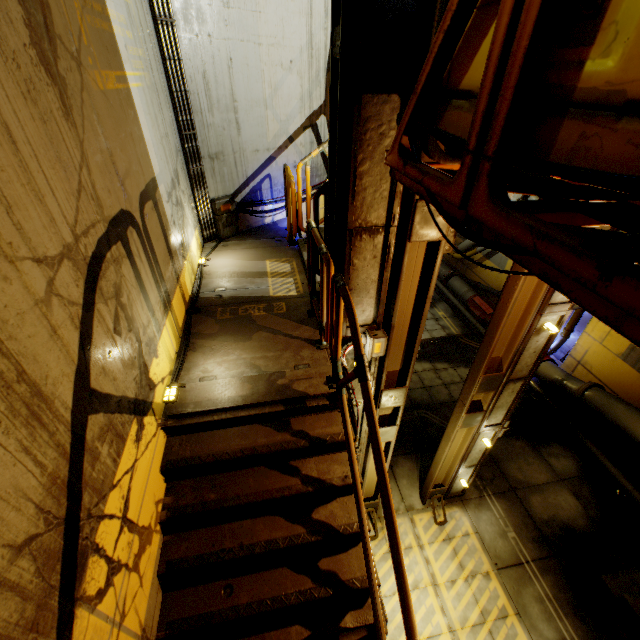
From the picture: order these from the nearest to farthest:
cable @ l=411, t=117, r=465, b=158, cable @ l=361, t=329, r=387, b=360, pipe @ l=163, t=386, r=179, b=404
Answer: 1. cable @ l=411, t=117, r=465, b=158
2. pipe @ l=163, t=386, r=179, b=404
3. cable @ l=361, t=329, r=387, b=360

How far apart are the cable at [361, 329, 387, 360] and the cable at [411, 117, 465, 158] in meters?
2.4 m

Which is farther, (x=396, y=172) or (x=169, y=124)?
(x=169, y=124)

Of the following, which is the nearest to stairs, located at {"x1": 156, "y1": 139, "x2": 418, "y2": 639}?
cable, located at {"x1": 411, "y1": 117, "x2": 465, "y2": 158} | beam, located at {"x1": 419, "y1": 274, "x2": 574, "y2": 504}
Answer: beam, located at {"x1": 419, "y1": 274, "x2": 574, "y2": 504}

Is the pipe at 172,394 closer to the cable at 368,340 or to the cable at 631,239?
the cable at 368,340

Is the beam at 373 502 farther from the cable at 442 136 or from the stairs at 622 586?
the cable at 442 136

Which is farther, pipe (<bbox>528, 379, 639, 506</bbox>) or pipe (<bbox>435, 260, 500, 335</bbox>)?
pipe (<bbox>435, 260, 500, 335</bbox>)

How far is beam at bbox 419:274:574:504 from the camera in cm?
466
